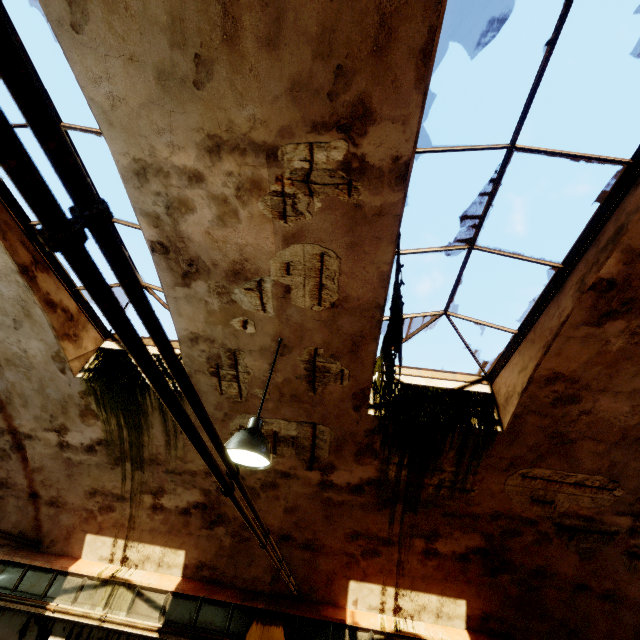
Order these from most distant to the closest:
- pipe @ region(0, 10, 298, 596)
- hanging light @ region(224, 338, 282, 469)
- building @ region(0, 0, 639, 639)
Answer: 1. hanging light @ region(224, 338, 282, 469)
2. building @ region(0, 0, 639, 639)
3. pipe @ region(0, 10, 298, 596)

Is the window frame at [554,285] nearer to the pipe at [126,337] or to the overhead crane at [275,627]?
the pipe at [126,337]

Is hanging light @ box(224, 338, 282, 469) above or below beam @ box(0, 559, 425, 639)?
above

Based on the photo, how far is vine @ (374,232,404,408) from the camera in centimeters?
376cm

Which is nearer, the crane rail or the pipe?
the pipe

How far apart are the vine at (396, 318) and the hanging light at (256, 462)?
1.4m

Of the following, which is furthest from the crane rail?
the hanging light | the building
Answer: the hanging light

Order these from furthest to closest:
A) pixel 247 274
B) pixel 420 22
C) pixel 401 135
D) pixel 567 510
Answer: pixel 567 510 < pixel 247 274 < pixel 401 135 < pixel 420 22
